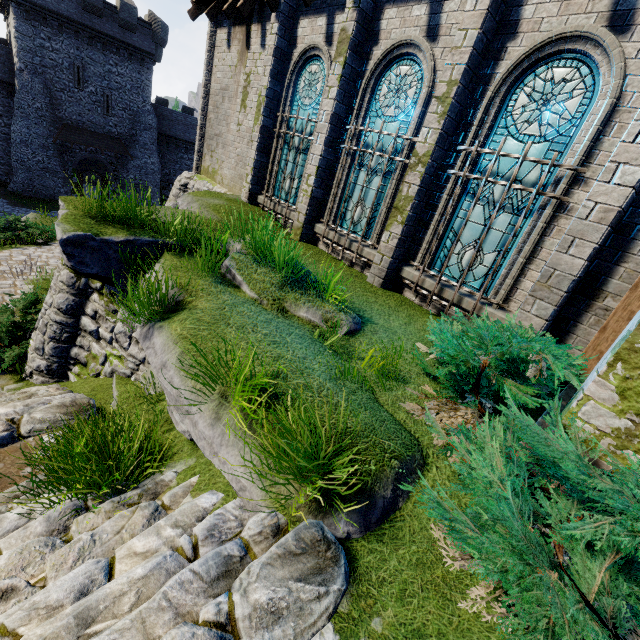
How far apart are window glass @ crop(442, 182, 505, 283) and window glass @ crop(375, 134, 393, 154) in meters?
1.5 m

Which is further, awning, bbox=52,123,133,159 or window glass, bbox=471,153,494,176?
awning, bbox=52,123,133,159

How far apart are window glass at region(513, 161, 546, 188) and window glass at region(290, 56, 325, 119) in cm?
451

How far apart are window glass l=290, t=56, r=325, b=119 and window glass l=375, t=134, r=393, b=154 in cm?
154

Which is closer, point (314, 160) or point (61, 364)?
point (61, 364)

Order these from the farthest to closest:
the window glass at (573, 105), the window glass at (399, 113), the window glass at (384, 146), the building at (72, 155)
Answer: the building at (72, 155)
the window glass at (384, 146)
the window glass at (399, 113)
the window glass at (573, 105)

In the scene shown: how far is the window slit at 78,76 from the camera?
27.5 meters

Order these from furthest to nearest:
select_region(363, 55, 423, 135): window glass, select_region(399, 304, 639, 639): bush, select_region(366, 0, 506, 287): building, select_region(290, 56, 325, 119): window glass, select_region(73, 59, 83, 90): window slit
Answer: select_region(73, 59, 83, 90): window slit, select_region(290, 56, 325, 119): window glass, select_region(363, 55, 423, 135): window glass, select_region(366, 0, 506, 287): building, select_region(399, 304, 639, 639): bush
